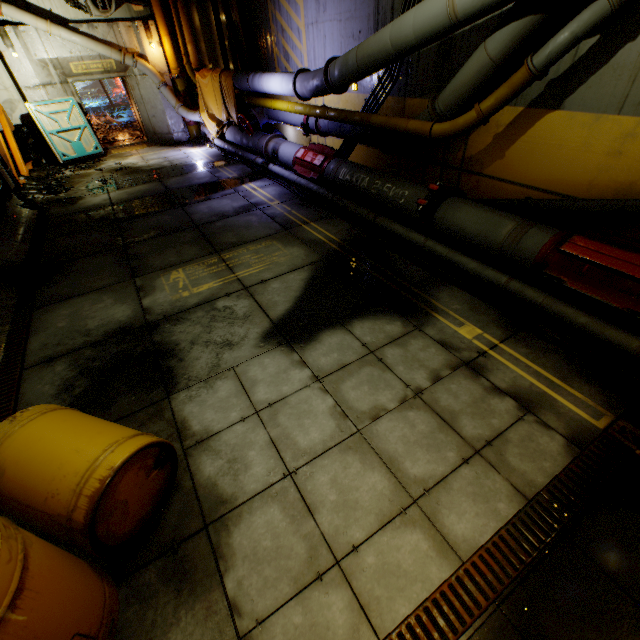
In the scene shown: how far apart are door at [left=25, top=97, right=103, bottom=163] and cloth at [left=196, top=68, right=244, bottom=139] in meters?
4.2 m

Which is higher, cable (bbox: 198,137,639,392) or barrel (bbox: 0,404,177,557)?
barrel (bbox: 0,404,177,557)

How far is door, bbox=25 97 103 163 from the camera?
11.56m

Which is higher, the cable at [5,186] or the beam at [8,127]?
the beam at [8,127]

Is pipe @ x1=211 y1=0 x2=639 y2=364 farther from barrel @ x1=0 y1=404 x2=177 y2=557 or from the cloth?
barrel @ x1=0 y1=404 x2=177 y2=557

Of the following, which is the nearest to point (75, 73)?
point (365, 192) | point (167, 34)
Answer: point (167, 34)

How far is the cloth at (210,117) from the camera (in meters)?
10.94

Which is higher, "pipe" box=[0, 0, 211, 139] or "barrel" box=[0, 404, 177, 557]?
"pipe" box=[0, 0, 211, 139]
